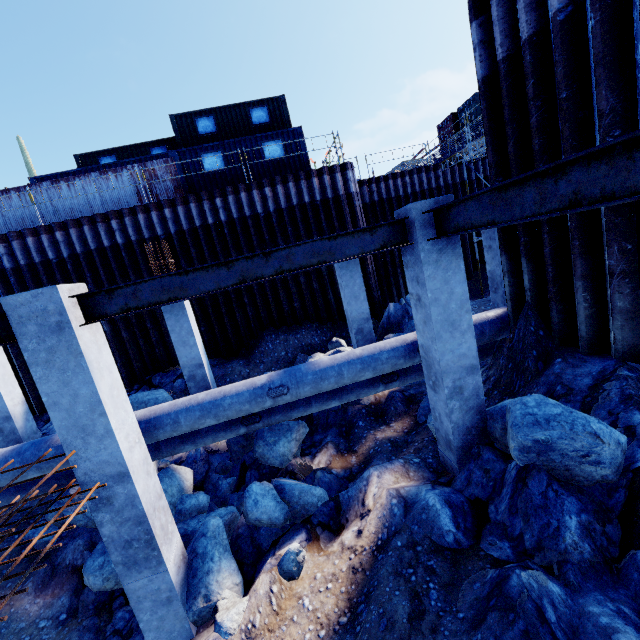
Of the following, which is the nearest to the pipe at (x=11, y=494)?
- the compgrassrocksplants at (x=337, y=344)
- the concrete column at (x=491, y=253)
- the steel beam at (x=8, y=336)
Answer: the compgrassrocksplants at (x=337, y=344)

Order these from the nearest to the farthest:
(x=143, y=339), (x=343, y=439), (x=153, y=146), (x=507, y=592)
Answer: (x=507, y=592) → (x=343, y=439) → (x=143, y=339) → (x=153, y=146)

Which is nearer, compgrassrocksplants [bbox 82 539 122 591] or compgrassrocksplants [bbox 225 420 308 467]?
compgrassrocksplants [bbox 82 539 122 591]

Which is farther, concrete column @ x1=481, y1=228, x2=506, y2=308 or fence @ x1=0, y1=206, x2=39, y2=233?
fence @ x1=0, y1=206, x2=39, y2=233

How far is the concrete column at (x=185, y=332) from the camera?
8.7 meters

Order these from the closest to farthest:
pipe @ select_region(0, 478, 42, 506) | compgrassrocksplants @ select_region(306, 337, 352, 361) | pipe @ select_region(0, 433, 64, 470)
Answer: pipe @ select_region(0, 433, 64, 470) < pipe @ select_region(0, 478, 42, 506) < compgrassrocksplants @ select_region(306, 337, 352, 361)

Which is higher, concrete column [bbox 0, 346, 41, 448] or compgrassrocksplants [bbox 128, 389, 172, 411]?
concrete column [bbox 0, 346, 41, 448]

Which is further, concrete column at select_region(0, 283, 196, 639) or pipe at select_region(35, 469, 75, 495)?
pipe at select_region(35, 469, 75, 495)
